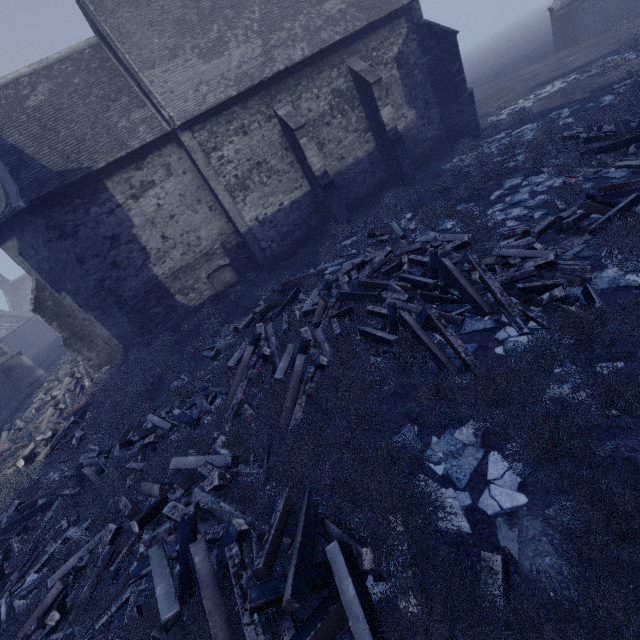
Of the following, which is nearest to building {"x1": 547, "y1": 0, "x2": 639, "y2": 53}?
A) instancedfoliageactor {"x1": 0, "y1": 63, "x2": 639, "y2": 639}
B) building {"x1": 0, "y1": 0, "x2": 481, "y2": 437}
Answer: building {"x1": 0, "y1": 0, "x2": 481, "y2": 437}

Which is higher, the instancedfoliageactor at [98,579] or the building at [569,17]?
the building at [569,17]

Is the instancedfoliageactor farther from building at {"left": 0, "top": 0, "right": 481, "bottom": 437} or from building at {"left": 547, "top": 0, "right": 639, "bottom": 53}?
building at {"left": 547, "top": 0, "right": 639, "bottom": 53}

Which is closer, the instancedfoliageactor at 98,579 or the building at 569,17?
the instancedfoliageactor at 98,579

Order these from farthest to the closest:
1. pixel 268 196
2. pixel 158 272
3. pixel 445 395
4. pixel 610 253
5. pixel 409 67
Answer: pixel 409 67 < pixel 268 196 < pixel 158 272 < pixel 610 253 < pixel 445 395

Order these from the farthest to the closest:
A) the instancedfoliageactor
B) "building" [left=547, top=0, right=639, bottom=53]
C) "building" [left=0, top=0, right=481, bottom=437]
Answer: "building" [left=547, top=0, right=639, bottom=53] < "building" [left=0, top=0, right=481, bottom=437] < the instancedfoliageactor
